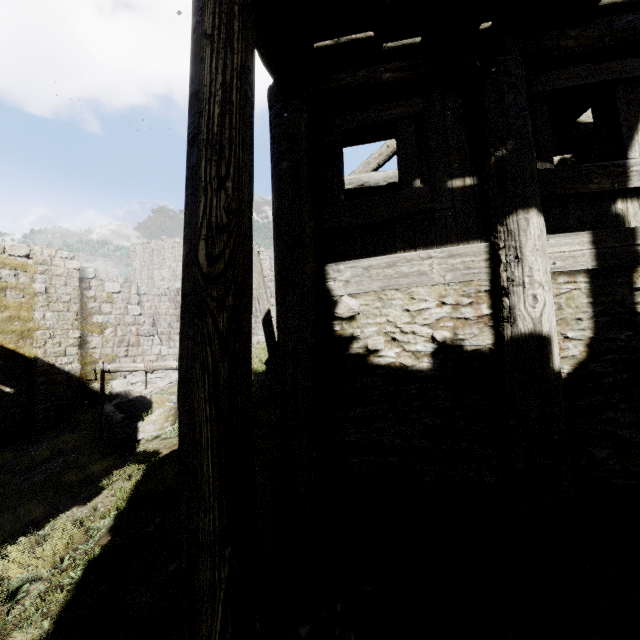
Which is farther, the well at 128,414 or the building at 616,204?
the well at 128,414

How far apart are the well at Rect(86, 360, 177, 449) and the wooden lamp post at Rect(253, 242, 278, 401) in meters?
2.0 m

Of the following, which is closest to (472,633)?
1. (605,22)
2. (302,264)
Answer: (302,264)

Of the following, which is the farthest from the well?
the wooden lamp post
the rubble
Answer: the rubble

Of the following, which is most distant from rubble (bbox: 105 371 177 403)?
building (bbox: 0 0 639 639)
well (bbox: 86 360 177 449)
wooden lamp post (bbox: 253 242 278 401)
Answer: wooden lamp post (bbox: 253 242 278 401)

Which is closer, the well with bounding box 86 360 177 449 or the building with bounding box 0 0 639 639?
the building with bounding box 0 0 639 639

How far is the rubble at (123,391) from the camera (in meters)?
13.19
